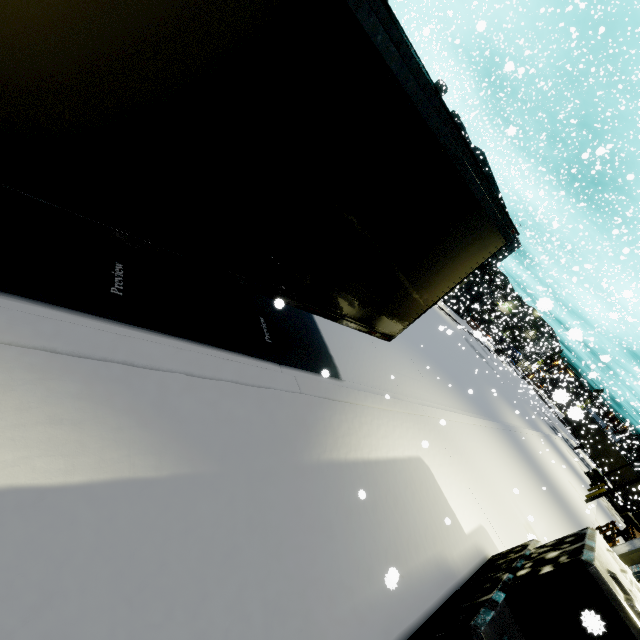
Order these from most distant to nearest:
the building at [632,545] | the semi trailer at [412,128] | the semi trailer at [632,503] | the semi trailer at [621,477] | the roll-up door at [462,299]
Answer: the semi trailer at [621,477]
the roll-up door at [462,299]
the semi trailer at [632,503]
the building at [632,545]
the semi trailer at [412,128]

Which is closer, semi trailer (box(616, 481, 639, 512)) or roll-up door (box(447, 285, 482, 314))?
semi trailer (box(616, 481, 639, 512))

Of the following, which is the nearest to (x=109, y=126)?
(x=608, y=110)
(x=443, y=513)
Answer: (x=443, y=513)

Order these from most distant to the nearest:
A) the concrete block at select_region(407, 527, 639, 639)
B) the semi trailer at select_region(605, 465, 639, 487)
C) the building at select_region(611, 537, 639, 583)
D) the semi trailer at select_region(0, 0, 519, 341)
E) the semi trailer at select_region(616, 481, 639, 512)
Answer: the semi trailer at select_region(605, 465, 639, 487) < the semi trailer at select_region(616, 481, 639, 512) < the building at select_region(611, 537, 639, 583) < the concrete block at select_region(407, 527, 639, 639) < the semi trailer at select_region(0, 0, 519, 341)

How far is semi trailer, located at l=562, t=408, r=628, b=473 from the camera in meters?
31.4

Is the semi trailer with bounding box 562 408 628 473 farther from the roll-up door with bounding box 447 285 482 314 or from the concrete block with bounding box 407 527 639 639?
the roll-up door with bounding box 447 285 482 314

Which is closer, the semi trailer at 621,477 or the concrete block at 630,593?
the concrete block at 630,593
